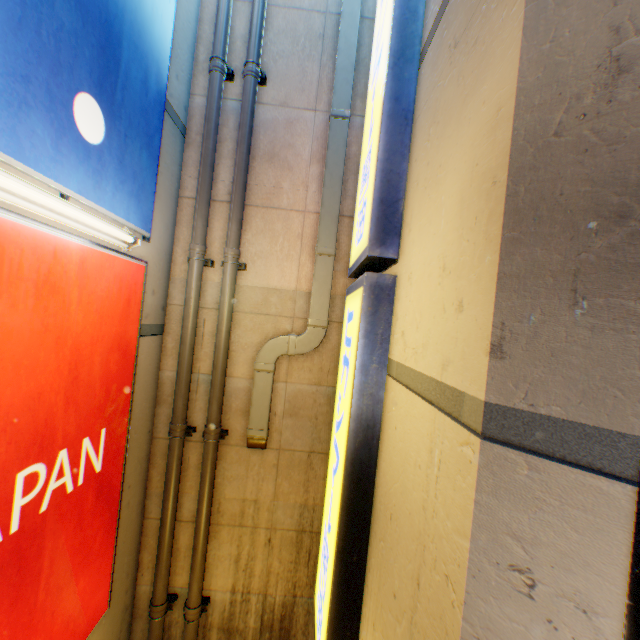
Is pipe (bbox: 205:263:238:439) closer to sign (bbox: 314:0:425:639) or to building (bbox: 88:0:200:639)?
building (bbox: 88:0:200:639)

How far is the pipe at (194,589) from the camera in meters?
4.5 m

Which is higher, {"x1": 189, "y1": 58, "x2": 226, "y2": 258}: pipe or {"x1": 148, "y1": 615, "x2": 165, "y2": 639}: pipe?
{"x1": 189, "y1": 58, "x2": 226, "y2": 258}: pipe

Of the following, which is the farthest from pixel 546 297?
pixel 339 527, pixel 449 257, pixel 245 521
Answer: pixel 245 521

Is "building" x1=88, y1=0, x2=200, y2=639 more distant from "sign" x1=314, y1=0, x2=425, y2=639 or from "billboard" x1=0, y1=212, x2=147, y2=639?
"sign" x1=314, y1=0, x2=425, y2=639

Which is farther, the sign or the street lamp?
the sign

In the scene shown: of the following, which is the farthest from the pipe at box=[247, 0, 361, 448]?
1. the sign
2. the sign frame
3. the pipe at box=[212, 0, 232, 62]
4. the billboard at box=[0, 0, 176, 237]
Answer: the sign frame

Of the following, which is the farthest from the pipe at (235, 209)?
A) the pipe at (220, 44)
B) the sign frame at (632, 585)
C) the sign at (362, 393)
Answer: the sign frame at (632, 585)
